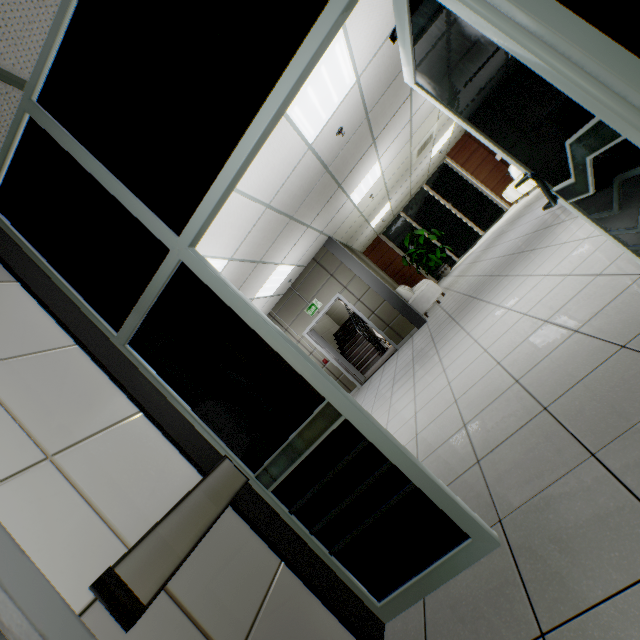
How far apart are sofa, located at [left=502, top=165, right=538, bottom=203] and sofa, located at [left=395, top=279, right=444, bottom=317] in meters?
4.0

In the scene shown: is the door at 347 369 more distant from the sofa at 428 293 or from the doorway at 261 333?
the doorway at 261 333

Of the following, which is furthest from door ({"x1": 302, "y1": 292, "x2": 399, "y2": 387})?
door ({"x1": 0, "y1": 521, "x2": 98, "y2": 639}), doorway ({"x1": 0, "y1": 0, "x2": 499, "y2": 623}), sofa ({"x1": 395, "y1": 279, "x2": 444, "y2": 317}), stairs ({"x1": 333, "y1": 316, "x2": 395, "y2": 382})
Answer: door ({"x1": 0, "y1": 521, "x2": 98, "y2": 639})

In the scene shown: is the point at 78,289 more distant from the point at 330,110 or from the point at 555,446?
the point at 330,110

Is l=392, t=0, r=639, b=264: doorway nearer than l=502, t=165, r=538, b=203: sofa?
Yes

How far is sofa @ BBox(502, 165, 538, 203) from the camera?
9.8 meters

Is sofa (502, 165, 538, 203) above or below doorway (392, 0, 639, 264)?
below

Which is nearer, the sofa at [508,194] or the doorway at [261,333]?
the doorway at [261,333]
